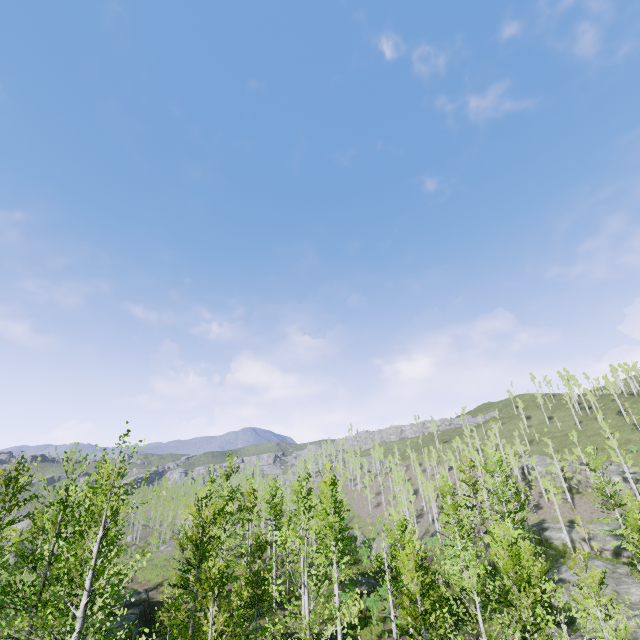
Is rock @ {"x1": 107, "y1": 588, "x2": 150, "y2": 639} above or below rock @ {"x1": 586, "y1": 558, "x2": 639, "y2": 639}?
above

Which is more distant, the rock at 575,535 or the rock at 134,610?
the rock at 575,535

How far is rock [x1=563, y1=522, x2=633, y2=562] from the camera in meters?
36.1

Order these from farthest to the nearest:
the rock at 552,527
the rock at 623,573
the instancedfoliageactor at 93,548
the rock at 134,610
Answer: the rock at 552,527 < the rock at 623,573 < the rock at 134,610 < the instancedfoliageactor at 93,548

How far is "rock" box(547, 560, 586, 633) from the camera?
23.95m

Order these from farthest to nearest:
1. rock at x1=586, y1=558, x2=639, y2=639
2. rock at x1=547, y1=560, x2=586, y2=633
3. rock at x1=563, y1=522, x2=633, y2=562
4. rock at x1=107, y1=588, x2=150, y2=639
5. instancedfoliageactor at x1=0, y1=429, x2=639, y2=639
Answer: rock at x1=563, y1=522, x2=633, y2=562
rock at x1=547, y1=560, x2=586, y2=633
rock at x1=586, y1=558, x2=639, y2=639
rock at x1=107, y1=588, x2=150, y2=639
instancedfoliageactor at x1=0, y1=429, x2=639, y2=639

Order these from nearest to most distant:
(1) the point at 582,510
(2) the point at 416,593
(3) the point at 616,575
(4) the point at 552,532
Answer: (2) the point at 416,593 < (3) the point at 616,575 < (4) the point at 552,532 < (1) the point at 582,510

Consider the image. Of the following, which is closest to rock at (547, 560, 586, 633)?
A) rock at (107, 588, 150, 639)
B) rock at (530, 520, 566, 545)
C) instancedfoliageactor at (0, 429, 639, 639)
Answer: instancedfoliageactor at (0, 429, 639, 639)
